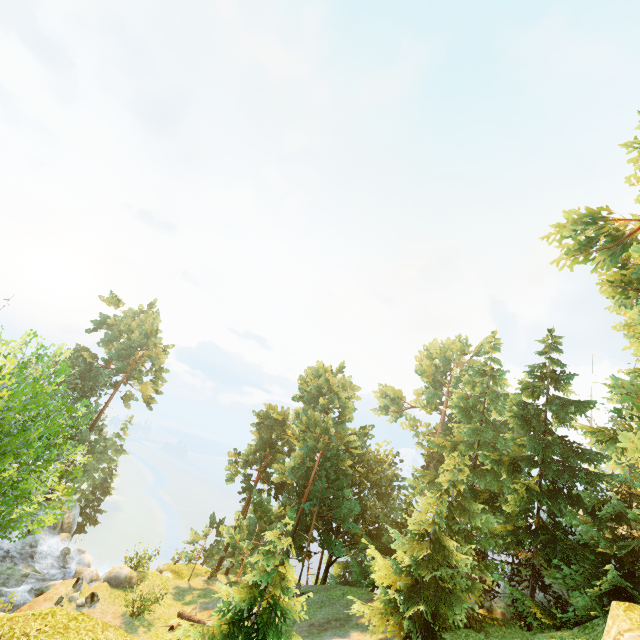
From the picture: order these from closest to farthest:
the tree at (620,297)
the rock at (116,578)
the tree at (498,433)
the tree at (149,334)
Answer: the tree at (149,334) → the tree at (498,433) → the tree at (620,297) → the rock at (116,578)

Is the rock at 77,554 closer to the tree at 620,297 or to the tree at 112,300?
the tree at 620,297

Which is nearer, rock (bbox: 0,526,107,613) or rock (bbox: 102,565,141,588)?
rock (bbox: 0,526,107,613)

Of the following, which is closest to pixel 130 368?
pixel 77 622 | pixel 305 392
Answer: pixel 305 392

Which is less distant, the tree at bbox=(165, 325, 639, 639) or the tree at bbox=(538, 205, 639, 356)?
the tree at bbox=(165, 325, 639, 639)

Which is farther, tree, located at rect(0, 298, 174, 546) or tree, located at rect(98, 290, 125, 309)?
tree, located at rect(98, 290, 125, 309)

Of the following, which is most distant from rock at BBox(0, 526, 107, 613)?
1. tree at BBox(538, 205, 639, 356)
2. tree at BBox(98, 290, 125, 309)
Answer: tree at BBox(98, 290, 125, 309)

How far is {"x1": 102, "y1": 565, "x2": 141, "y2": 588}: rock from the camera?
23.6m
